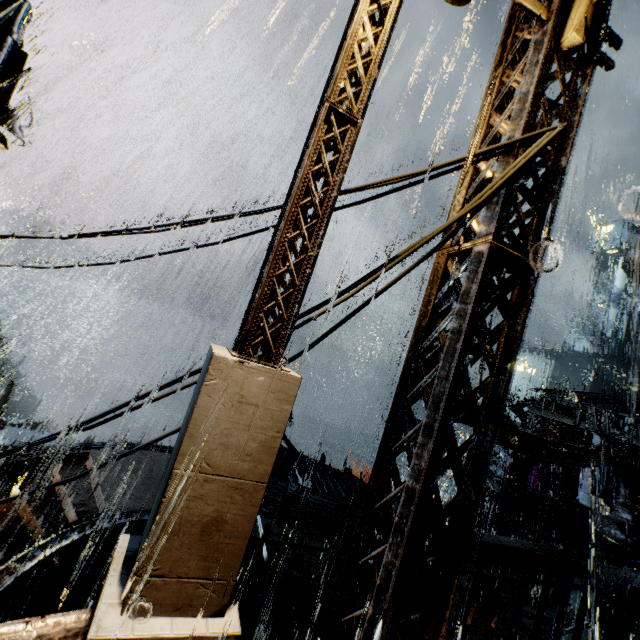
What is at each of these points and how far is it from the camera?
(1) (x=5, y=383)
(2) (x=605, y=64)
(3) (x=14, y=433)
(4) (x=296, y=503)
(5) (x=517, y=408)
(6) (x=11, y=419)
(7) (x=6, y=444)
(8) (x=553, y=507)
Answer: (1) building, 30.5 meters
(2) lamp post, 3.4 meters
(3) building, 31.5 meters
(4) scaffolding, 6.2 meters
(5) gear, 34.2 meters
(6) rock, 44.2 meters
(7) sign, 12.8 meters
(8) trash can, 18.3 meters

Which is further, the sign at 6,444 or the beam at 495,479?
the beam at 495,479

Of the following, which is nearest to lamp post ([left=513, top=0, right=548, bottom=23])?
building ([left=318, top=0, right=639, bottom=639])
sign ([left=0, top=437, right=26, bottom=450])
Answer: building ([left=318, top=0, right=639, bottom=639])

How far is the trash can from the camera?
18.20m

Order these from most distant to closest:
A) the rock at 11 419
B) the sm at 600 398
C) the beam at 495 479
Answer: the rock at 11 419 < the beam at 495 479 < the sm at 600 398

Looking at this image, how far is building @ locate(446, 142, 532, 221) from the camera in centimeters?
305cm

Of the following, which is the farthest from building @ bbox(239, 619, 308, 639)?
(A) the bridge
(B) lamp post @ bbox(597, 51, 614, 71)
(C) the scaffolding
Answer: (C) the scaffolding

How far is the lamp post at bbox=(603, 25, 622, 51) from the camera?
3.5 meters
